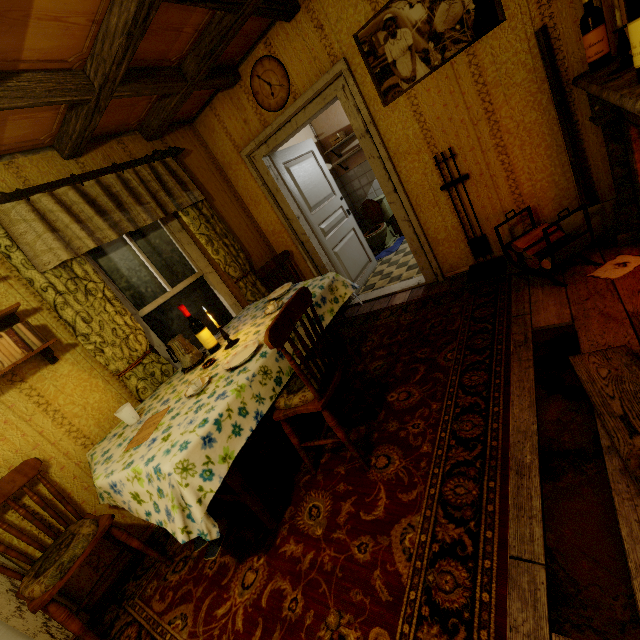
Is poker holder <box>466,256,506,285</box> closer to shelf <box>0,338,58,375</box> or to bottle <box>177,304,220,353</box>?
bottle <box>177,304,220,353</box>

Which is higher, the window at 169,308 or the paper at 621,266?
the window at 169,308

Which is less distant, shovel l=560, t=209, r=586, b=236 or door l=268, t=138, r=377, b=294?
shovel l=560, t=209, r=586, b=236

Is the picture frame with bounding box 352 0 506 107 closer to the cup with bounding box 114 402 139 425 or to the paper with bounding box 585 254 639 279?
the paper with bounding box 585 254 639 279

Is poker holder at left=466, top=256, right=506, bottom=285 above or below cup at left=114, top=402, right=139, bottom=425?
below

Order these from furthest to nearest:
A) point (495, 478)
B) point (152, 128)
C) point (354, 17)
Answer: point (152, 128) < point (354, 17) < point (495, 478)

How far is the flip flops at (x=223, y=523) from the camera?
2.1 meters

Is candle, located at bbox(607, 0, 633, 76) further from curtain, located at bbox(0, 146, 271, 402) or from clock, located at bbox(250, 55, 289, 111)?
curtain, located at bbox(0, 146, 271, 402)
